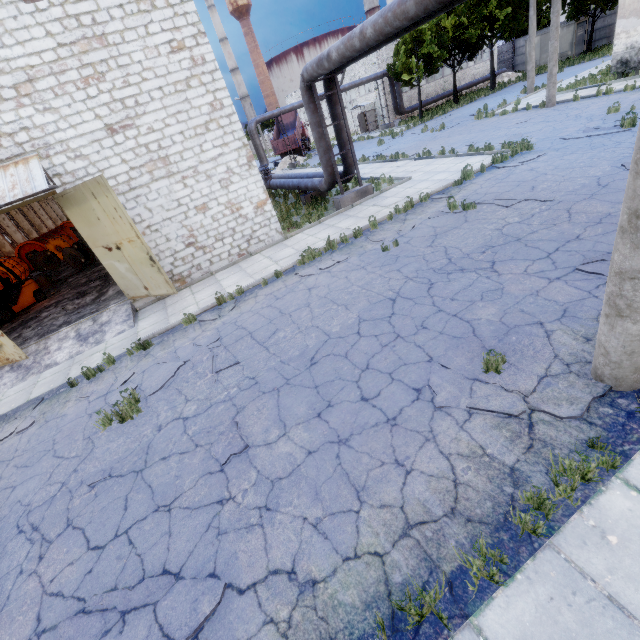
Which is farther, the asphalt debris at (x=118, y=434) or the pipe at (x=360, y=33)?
the pipe at (x=360, y=33)

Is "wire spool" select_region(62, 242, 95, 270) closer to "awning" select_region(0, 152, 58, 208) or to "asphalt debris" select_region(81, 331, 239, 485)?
"awning" select_region(0, 152, 58, 208)

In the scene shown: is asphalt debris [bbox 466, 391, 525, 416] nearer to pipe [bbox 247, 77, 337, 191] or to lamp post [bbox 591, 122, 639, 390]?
lamp post [bbox 591, 122, 639, 390]

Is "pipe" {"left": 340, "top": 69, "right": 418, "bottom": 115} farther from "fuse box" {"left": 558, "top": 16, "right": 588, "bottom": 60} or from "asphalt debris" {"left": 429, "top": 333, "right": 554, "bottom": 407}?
"asphalt debris" {"left": 429, "top": 333, "right": 554, "bottom": 407}

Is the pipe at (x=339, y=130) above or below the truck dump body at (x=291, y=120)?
below

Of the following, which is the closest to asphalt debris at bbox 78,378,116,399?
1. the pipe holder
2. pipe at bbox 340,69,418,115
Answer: the pipe holder

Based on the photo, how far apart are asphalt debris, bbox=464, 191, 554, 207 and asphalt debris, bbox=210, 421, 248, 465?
8.5 meters

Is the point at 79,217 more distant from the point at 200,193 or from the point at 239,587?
the point at 239,587
